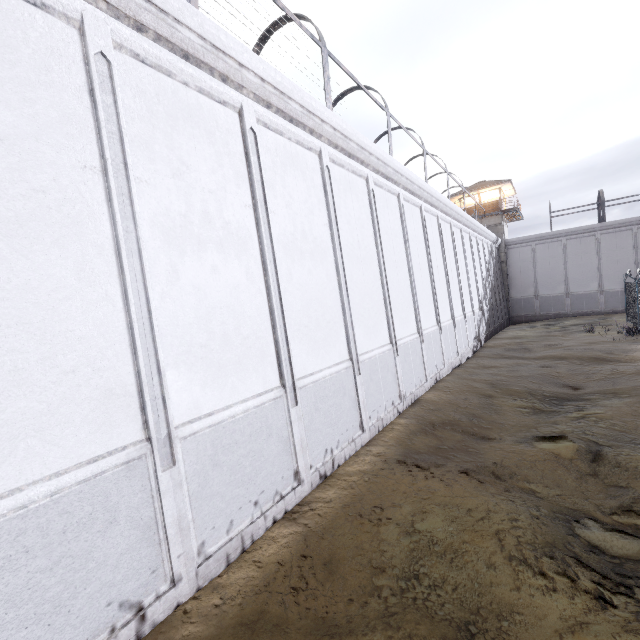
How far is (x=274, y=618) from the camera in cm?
393

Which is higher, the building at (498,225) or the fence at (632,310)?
the building at (498,225)

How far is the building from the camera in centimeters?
3378cm

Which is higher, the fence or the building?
the building

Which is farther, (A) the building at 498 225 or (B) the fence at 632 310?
(A) the building at 498 225

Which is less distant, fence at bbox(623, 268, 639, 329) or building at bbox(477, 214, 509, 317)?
fence at bbox(623, 268, 639, 329)
